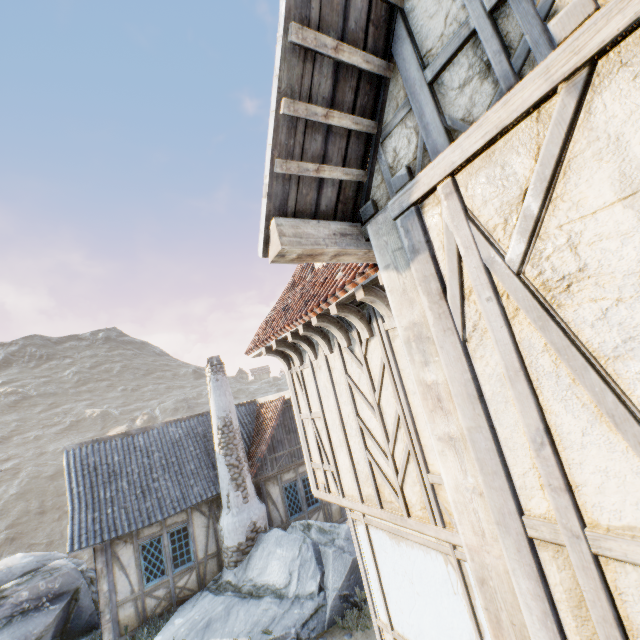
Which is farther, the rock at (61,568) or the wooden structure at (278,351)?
the rock at (61,568)

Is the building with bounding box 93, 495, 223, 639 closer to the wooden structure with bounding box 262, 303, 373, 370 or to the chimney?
the chimney

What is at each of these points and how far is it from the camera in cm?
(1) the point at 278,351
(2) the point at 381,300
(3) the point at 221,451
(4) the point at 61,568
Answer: (1) wooden structure, 634
(2) wooden structure, 375
(3) chimney, 1191
(4) rock, 1086

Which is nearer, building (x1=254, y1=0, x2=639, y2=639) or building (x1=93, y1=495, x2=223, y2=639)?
building (x1=254, y1=0, x2=639, y2=639)

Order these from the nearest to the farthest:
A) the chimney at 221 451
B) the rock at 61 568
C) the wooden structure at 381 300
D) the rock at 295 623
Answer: the wooden structure at 381 300 < the rock at 295 623 < the rock at 61 568 < the chimney at 221 451

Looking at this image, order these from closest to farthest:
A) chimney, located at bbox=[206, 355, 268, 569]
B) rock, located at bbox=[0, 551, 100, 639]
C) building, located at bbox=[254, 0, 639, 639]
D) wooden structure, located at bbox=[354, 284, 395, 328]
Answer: building, located at bbox=[254, 0, 639, 639] < wooden structure, located at bbox=[354, 284, 395, 328] < rock, located at bbox=[0, 551, 100, 639] < chimney, located at bbox=[206, 355, 268, 569]

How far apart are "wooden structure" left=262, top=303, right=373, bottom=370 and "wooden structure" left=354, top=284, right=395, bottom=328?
1.4 meters

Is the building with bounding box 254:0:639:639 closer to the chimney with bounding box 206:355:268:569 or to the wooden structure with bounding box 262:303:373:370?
the wooden structure with bounding box 262:303:373:370
